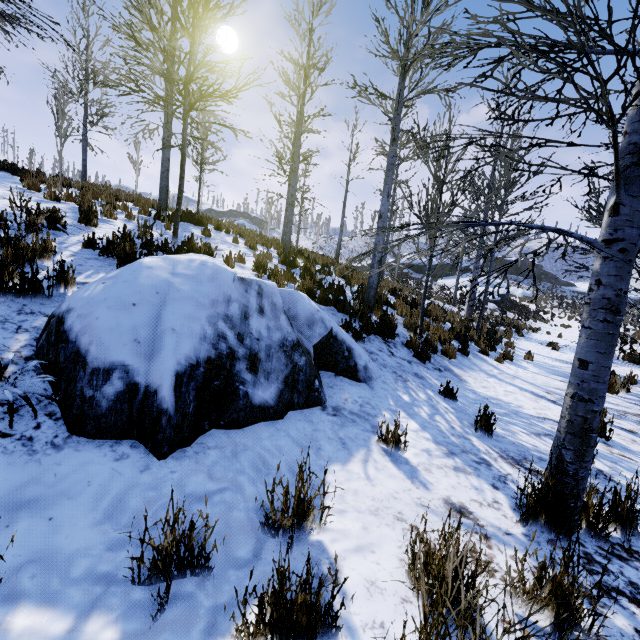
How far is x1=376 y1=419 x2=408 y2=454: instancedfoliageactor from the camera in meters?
2.9 m

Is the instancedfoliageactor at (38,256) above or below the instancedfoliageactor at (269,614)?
above

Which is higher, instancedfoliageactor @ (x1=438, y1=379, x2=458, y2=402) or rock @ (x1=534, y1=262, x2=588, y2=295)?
rock @ (x1=534, y1=262, x2=588, y2=295)

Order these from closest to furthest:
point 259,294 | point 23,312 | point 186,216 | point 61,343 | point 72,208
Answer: point 61,343 → point 23,312 → point 259,294 → point 72,208 → point 186,216

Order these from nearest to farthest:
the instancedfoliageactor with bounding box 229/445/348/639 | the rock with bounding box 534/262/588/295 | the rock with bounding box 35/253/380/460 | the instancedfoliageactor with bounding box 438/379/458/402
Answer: the instancedfoliageactor with bounding box 229/445/348/639
the rock with bounding box 35/253/380/460
the instancedfoliageactor with bounding box 438/379/458/402
the rock with bounding box 534/262/588/295

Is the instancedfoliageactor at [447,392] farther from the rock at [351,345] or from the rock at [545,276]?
the rock at [545,276]

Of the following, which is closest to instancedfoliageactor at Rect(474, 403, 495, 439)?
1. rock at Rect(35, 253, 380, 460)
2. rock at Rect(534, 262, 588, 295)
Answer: rock at Rect(35, 253, 380, 460)
